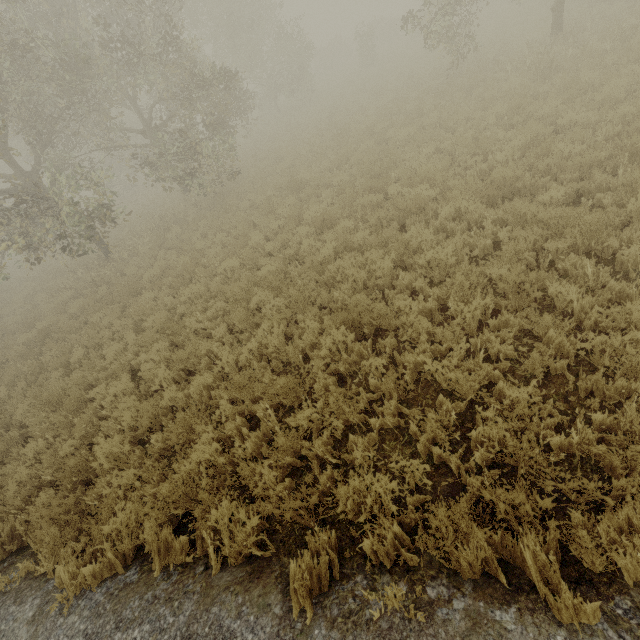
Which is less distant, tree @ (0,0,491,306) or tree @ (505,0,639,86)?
tree @ (505,0,639,86)

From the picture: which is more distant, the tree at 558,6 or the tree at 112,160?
the tree at 112,160

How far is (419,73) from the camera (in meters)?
16.81

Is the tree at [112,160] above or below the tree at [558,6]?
above

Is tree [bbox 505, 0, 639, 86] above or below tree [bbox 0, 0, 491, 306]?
below
